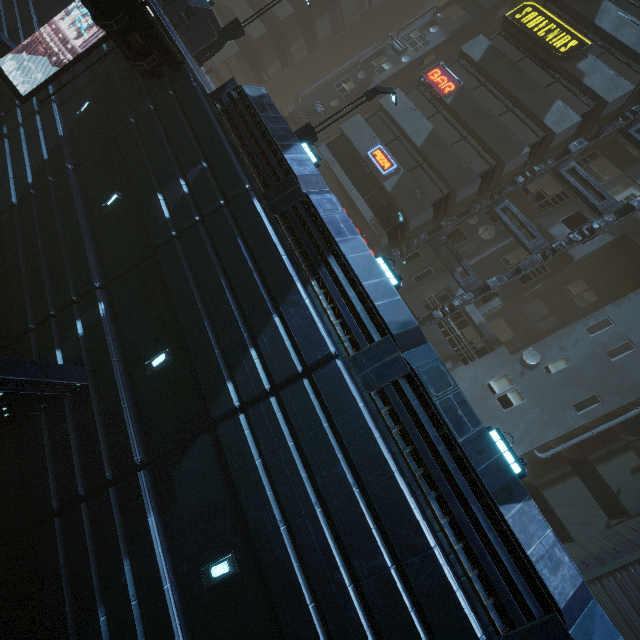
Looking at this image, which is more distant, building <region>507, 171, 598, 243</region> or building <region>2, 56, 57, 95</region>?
building <region>507, 171, 598, 243</region>

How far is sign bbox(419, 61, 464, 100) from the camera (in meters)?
20.05

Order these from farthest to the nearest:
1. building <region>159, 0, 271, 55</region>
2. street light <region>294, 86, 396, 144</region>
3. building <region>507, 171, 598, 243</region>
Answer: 1. building <region>507, 171, 598, 243</region>
2. building <region>159, 0, 271, 55</region>
3. street light <region>294, 86, 396, 144</region>

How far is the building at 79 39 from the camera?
14.82m

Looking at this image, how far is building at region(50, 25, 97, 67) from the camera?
14.8m

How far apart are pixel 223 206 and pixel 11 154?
11.70m

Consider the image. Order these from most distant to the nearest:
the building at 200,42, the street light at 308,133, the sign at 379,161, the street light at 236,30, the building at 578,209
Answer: the sign at 379,161, the building at 578,209, the street light at 236,30, the building at 200,42, the street light at 308,133
